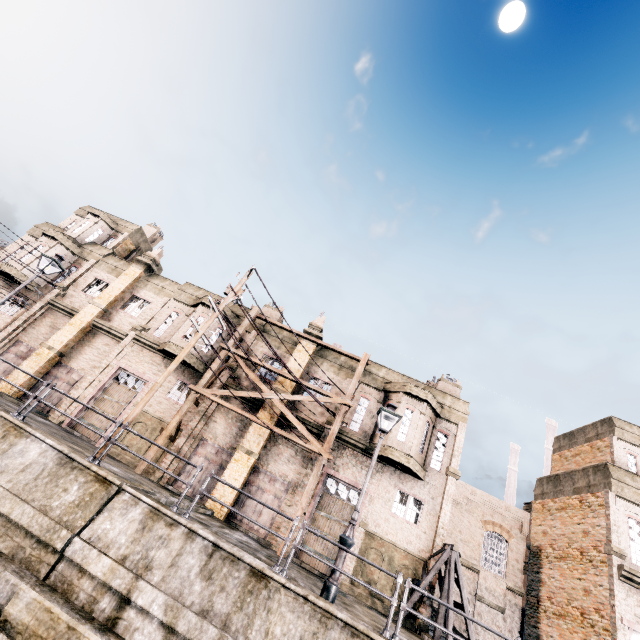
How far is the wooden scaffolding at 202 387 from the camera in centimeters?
1764cm

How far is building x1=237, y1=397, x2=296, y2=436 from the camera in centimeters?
1986cm

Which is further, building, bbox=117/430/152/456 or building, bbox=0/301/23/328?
building, bbox=0/301/23/328

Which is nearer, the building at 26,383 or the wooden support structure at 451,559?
the wooden support structure at 451,559

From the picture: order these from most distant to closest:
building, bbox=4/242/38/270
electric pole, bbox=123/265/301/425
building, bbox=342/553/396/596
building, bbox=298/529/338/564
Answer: building, bbox=4/242/38/270
building, bbox=298/529/338/564
building, bbox=342/553/396/596
electric pole, bbox=123/265/301/425

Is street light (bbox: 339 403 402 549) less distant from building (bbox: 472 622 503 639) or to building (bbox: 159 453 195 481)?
building (bbox: 159 453 195 481)

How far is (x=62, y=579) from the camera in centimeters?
730cm
